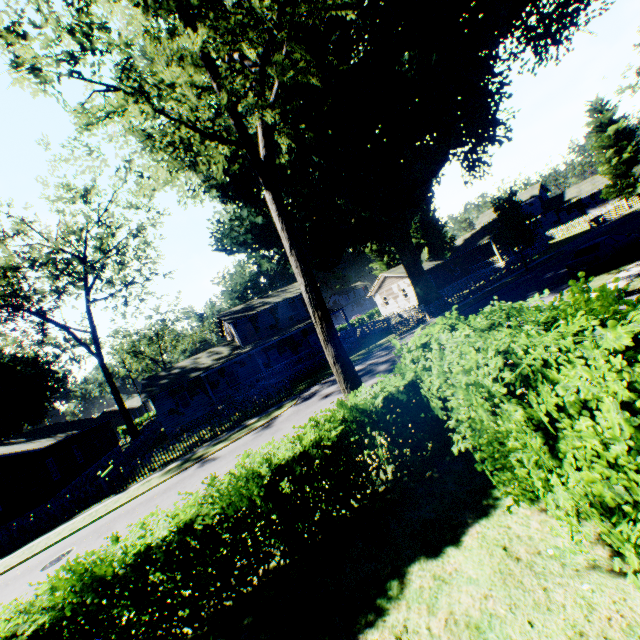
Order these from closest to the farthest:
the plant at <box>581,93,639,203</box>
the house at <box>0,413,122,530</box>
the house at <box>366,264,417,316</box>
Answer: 1. the house at <box>0,413,122,530</box>
2. the plant at <box>581,93,639,203</box>
3. the house at <box>366,264,417,316</box>

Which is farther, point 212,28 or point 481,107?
point 481,107

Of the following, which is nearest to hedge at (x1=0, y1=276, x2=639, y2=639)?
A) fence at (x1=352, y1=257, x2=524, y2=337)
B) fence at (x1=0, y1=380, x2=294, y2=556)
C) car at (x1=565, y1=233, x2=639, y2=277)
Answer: car at (x1=565, y1=233, x2=639, y2=277)

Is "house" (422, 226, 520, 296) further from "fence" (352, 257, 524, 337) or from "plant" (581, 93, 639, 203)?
"fence" (352, 257, 524, 337)

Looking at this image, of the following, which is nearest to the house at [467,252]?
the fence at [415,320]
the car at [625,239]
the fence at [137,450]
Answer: the fence at [137,450]

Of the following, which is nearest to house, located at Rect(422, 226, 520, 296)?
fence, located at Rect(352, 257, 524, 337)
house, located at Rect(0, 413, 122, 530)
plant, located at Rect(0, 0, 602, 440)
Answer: plant, located at Rect(0, 0, 602, 440)

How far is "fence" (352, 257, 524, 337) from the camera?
28.3 meters

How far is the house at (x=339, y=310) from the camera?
33.16m
